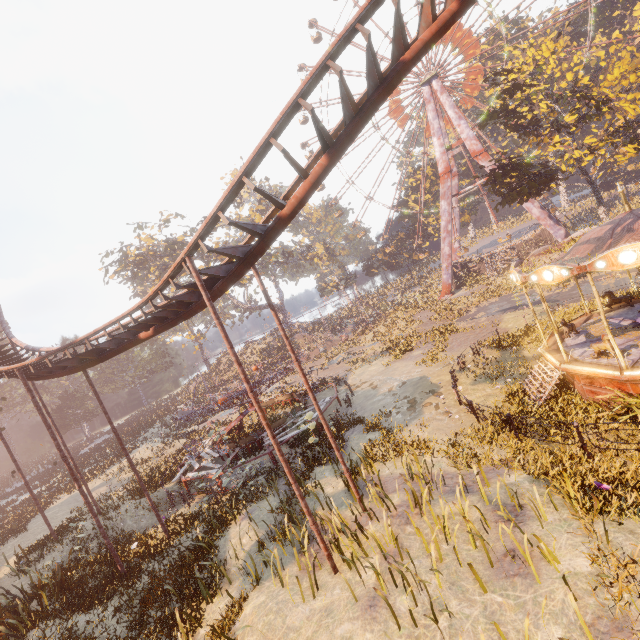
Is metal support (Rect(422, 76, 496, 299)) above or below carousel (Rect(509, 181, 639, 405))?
above

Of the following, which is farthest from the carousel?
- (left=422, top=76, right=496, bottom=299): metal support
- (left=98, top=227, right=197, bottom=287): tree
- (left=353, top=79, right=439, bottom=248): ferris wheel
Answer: (left=98, top=227, right=197, bottom=287): tree

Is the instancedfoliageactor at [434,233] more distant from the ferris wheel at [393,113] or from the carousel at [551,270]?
the carousel at [551,270]

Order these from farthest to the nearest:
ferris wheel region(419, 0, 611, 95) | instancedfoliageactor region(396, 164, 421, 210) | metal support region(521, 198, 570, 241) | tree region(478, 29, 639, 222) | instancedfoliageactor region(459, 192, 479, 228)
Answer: instancedfoliageactor region(396, 164, 421, 210) < instancedfoliageactor region(459, 192, 479, 228) < metal support region(521, 198, 570, 241) < ferris wheel region(419, 0, 611, 95) < tree region(478, 29, 639, 222)

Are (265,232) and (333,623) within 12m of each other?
yes

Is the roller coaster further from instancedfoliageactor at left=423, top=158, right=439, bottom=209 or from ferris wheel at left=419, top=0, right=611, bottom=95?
instancedfoliageactor at left=423, top=158, right=439, bottom=209

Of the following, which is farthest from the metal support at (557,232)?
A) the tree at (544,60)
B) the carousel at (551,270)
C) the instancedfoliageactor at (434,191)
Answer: the carousel at (551,270)

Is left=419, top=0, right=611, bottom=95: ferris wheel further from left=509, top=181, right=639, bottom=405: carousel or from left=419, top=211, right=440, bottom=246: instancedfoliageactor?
left=509, top=181, right=639, bottom=405: carousel
